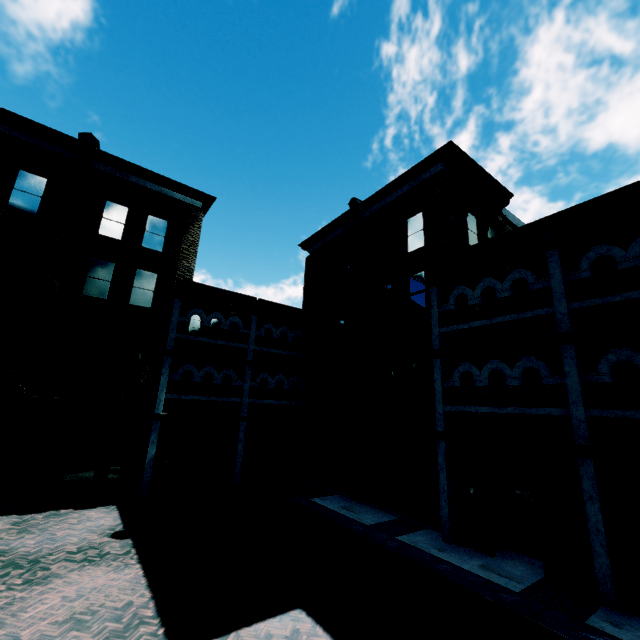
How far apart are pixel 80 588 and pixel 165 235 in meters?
14.3
